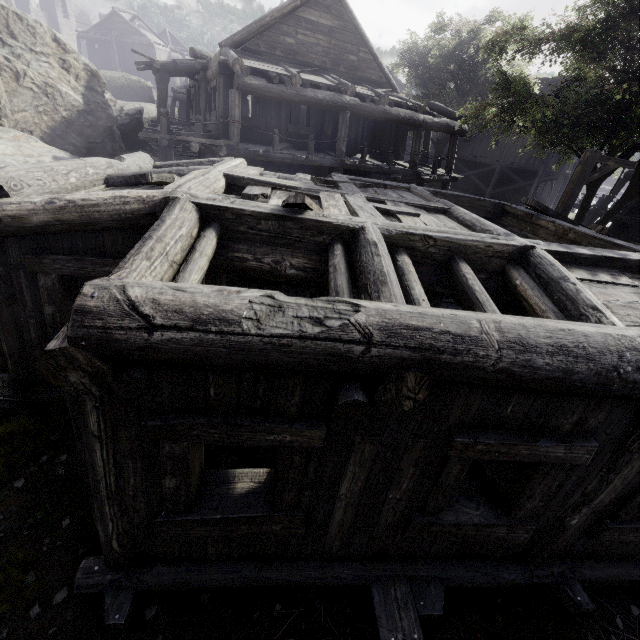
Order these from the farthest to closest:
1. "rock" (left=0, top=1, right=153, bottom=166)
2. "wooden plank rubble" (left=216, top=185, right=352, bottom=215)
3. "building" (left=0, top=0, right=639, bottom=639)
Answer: "rock" (left=0, top=1, right=153, bottom=166) → "wooden plank rubble" (left=216, top=185, right=352, bottom=215) → "building" (left=0, top=0, right=639, bottom=639)

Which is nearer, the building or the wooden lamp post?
the building

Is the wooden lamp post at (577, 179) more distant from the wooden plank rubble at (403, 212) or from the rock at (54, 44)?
the rock at (54, 44)

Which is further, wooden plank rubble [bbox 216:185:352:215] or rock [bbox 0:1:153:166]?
rock [bbox 0:1:153:166]

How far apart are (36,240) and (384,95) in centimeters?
1454cm

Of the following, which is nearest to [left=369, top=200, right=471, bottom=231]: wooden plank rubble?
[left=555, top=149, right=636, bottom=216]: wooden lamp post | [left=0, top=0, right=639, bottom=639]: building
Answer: [left=0, top=0, right=639, bottom=639]: building

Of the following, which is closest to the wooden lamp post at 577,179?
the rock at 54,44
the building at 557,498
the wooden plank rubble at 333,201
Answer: the building at 557,498
